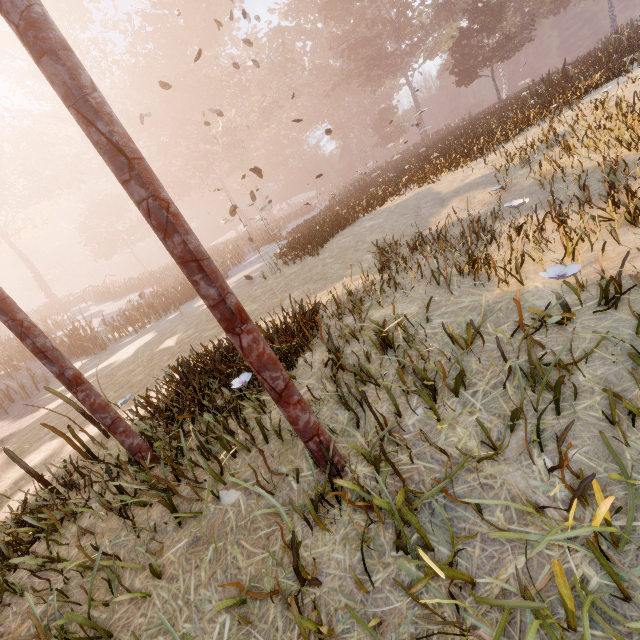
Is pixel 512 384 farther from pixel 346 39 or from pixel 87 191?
pixel 87 191

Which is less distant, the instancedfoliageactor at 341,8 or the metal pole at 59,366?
the metal pole at 59,366

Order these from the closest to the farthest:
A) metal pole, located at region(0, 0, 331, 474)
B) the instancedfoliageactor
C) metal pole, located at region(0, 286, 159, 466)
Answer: metal pole, located at region(0, 0, 331, 474) < metal pole, located at region(0, 286, 159, 466) < the instancedfoliageactor

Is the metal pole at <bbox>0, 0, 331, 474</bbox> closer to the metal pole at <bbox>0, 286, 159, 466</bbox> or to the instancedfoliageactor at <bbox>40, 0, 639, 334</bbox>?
the metal pole at <bbox>0, 286, 159, 466</bbox>

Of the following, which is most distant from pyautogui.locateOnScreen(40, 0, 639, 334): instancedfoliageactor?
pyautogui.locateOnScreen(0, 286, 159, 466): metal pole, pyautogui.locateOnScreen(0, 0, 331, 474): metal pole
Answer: pyautogui.locateOnScreen(0, 286, 159, 466): metal pole

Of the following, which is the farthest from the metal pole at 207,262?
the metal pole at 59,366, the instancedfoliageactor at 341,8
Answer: the instancedfoliageactor at 341,8
